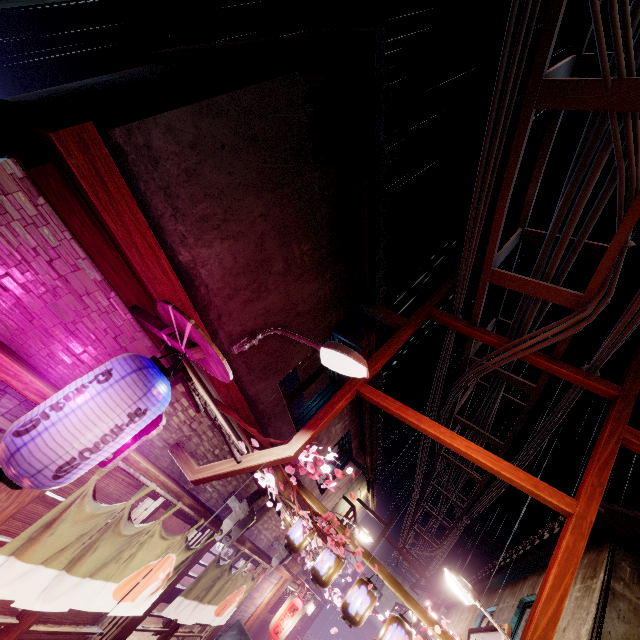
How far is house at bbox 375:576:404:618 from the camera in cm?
4988

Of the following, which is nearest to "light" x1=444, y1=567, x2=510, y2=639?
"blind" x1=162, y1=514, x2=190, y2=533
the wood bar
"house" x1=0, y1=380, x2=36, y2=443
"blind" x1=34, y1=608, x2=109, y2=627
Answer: "blind" x1=162, y1=514, x2=190, y2=533

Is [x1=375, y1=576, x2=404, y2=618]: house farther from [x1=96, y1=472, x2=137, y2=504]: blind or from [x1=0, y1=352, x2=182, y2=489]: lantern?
[x1=0, y1=352, x2=182, y2=489]: lantern

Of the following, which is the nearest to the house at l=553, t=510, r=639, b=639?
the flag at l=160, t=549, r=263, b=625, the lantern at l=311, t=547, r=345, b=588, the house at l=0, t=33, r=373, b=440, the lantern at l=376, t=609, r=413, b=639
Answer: the lantern at l=376, t=609, r=413, b=639

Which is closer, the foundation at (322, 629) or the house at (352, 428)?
the house at (352, 428)

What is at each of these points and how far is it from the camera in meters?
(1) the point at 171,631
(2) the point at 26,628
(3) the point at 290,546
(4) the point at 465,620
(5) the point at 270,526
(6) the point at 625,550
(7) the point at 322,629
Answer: (1) door, 11.9 m
(2) door, 6.9 m
(3) lantern, 12.0 m
(4) house, 21.9 m
(5) house, 15.1 m
(6) house, 9.2 m
(7) foundation, 51.3 m

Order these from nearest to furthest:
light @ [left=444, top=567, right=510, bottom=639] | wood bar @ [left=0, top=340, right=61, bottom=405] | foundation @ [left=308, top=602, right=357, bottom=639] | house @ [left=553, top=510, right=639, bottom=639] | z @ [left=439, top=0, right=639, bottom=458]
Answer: wood bar @ [left=0, top=340, right=61, bottom=405] → z @ [left=439, top=0, right=639, bottom=458] → house @ [left=553, top=510, right=639, bottom=639] → light @ [left=444, top=567, right=510, bottom=639] → foundation @ [left=308, top=602, right=357, bottom=639]

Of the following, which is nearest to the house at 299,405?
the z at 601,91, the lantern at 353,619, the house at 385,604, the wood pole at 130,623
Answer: the wood pole at 130,623
